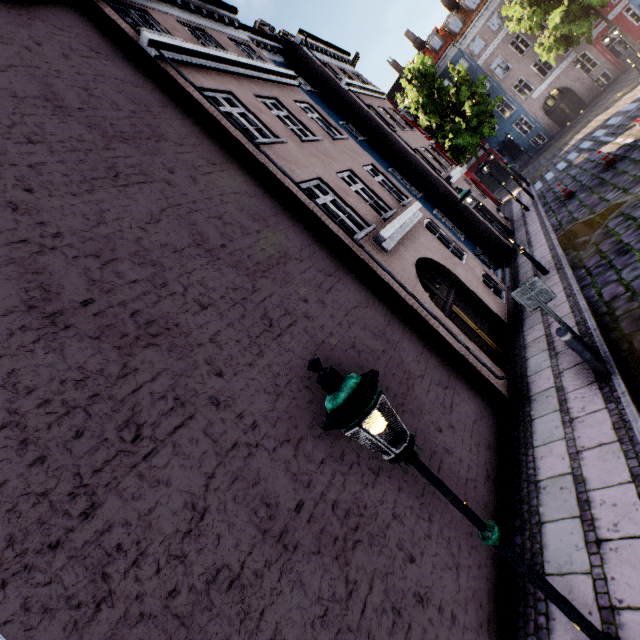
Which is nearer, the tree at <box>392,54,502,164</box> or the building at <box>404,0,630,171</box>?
the tree at <box>392,54,502,164</box>

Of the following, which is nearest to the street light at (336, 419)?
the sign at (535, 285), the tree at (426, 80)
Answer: the sign at (535, 285)

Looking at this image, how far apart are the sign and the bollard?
0.50m

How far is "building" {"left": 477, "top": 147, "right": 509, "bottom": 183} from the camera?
35.25m

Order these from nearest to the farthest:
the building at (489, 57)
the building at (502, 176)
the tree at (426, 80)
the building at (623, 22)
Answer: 1. the tree at (426, 80)
2. the building at (623, 22)
3. the building at (489, 57)
4. the building at (502, 176)

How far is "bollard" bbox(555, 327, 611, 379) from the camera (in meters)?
5.23

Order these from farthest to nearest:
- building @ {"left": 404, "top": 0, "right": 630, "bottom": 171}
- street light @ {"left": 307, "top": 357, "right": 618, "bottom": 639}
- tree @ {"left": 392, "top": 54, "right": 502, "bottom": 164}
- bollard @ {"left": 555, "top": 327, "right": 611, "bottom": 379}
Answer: building @ {"left": 404, "top": 0, "right": 630, "bottom": 171} < tree @ {"left": 392, "top": 54, "right": 502, "bottom": 164} < bollard @ {"left": 555, "top": 327, "right": 611, "bottom": 379} < street light @ {"left": 307, "top": 357, "right": 618, "bottom": 639}

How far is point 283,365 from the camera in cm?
418
